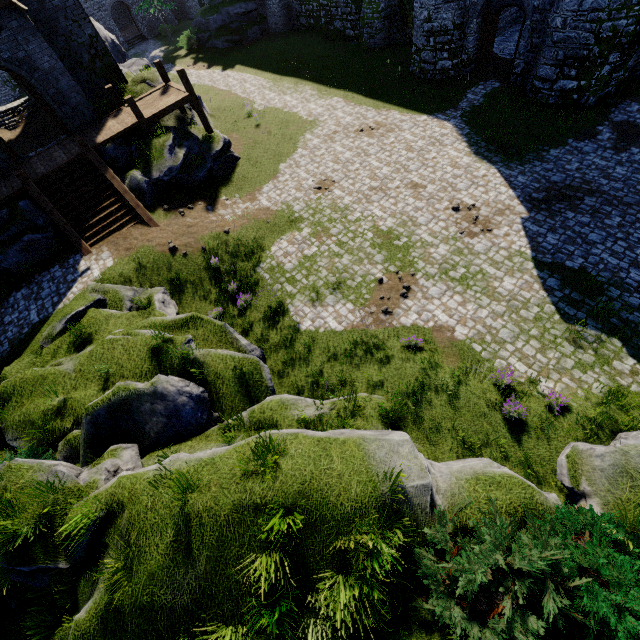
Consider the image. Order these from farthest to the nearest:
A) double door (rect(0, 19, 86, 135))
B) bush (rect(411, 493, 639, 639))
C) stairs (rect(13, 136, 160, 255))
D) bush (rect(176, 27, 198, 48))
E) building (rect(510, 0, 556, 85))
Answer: bush (rect(176, 27, 198, 48))
building (rect(510, 0, 556, 85))
stairs (rect(13, 136, 160, 255))
double door (rect(0, 19, 86, 135))
bush (rect(411, 493, 639, 639))

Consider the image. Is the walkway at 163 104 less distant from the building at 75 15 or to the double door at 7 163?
the building at 75 15

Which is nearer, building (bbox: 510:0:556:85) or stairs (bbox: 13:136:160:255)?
stairs (bbox: 13:136:160:255)

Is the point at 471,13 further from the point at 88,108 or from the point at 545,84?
the point at 88,108

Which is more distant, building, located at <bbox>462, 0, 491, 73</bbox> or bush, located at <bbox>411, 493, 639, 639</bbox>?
building, located at <bbox>462, 0, 491, 73</bbox>

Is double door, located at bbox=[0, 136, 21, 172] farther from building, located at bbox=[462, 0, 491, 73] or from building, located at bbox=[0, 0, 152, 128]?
building, located at bbox=[462, 0, 491, 73]

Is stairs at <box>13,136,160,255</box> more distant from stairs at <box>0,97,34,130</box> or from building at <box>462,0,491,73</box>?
building at <box>462,0,491,73</box>

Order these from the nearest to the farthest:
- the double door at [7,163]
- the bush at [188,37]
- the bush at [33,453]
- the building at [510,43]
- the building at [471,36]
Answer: the bush at [33,453]
the double door at [7,163]
the building at [471,36]
the building at [510,43]
the bush at [188,37]
